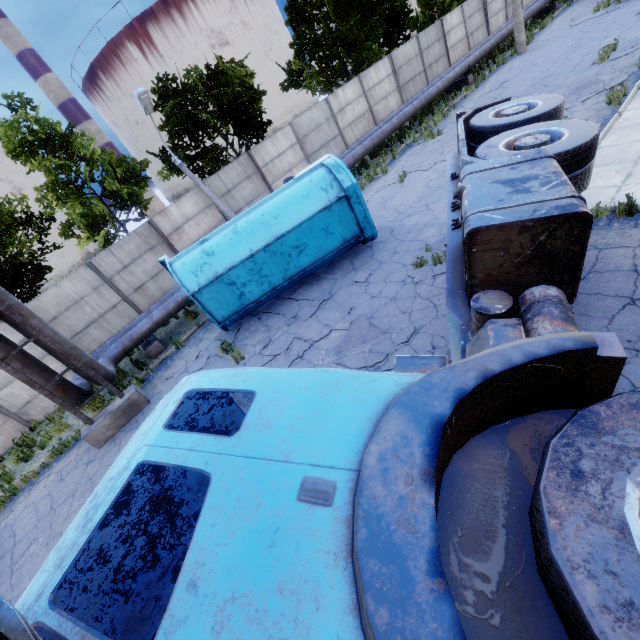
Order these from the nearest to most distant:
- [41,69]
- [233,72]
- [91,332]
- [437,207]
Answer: [437,207] < [91,332] < [233,72] < [41,69]

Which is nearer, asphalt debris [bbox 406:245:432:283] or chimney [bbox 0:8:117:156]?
asphalt debris [bbox 406:245:432:283]

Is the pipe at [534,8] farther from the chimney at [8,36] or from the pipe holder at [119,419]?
the chimney at [8,36]

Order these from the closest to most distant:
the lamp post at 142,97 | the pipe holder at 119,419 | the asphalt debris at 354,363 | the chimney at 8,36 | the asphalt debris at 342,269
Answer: the asphalt debris at 354,363, the pipe holder at 119,419, the asphalt debris at 342,269, the lamp post at 142,97, the chimney at 8,36

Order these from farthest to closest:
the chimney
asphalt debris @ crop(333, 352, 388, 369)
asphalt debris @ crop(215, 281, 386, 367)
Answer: the chimney → asphalt debris @ crop(215, 281, 386, 367) → asphalt debris @ crop(333, 352, 388, 369)

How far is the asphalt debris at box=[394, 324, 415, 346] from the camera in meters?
6.3

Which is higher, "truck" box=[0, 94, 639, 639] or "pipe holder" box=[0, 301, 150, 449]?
"truck" box=[0, 94, 639, 639]

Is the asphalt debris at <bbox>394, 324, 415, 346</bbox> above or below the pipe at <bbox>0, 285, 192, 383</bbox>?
below
